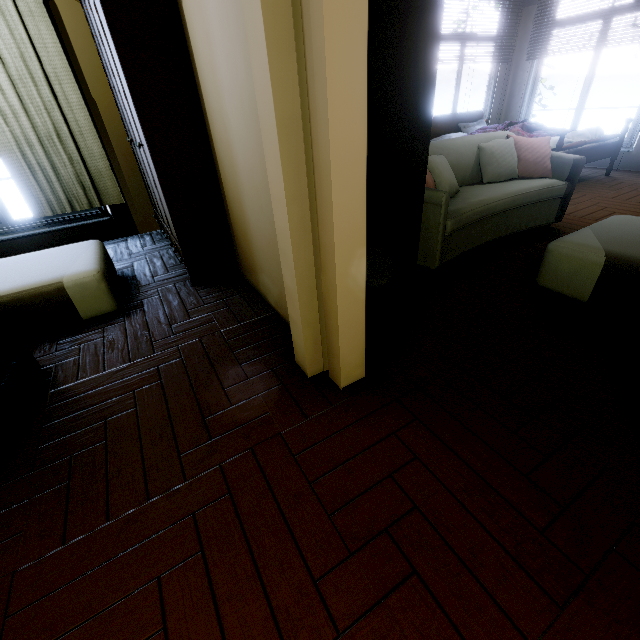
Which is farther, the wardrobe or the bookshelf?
the wardrobe

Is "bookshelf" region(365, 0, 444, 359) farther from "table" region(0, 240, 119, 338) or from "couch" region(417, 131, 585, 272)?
"table" region(0, 240, 119, 338)

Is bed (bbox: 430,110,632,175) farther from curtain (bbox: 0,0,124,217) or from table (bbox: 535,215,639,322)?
curtain (bbox: 0,0,124,217)

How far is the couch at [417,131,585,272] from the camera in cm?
250

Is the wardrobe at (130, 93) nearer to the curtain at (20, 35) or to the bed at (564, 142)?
the curtain at (20, 35)

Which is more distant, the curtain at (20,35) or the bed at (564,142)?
the bed at (564,142)

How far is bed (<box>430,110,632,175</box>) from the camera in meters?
4.3

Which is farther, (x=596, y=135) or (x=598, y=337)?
(x=596, y=135)
